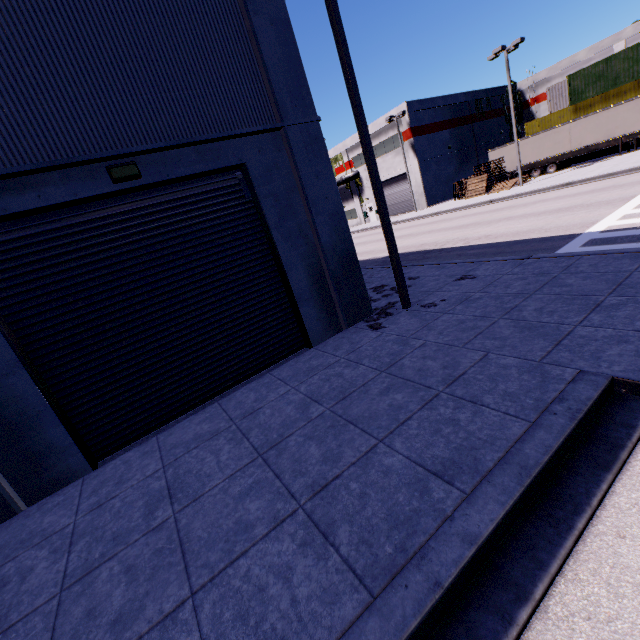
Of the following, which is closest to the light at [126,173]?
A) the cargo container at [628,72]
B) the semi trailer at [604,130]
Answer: the cargo container at [628,72]

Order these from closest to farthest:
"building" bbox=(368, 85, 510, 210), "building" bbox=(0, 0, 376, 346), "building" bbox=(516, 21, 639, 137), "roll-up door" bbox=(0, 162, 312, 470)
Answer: "building" bbox=(0, 0, 376, 346)
"roll-up door" bbox=(0, 162, 312, 470)
"building" bbox=(516, 21, 639, 137)
"building" bbox=(368, 85, 510, 210)

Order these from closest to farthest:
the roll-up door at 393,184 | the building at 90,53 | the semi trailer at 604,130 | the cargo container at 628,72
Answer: the building at 90,53 → the semi trailer at 604,130 → the cargo container at 628,72 → the roll-up door at 393,184

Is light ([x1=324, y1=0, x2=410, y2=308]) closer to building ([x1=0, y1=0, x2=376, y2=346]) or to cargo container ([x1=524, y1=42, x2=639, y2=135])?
building ([x1=0, y1=0, x2=376, y2=346])

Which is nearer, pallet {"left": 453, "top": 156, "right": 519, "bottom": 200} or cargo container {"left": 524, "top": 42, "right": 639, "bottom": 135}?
cargo container {"left": 524, "top": 42, "right": 639, "bottom": 135}

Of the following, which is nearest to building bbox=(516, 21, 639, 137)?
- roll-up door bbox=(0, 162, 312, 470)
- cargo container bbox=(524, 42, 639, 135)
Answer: roll-up door bbox=(0, 162, 312, 470)

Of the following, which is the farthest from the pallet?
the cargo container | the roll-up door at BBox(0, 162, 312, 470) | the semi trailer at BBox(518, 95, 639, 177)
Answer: the roll-up door at BBox(0, 162, 312, 470)

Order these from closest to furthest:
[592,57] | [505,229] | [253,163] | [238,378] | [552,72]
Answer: [253,163]
[238,378]
[505,229]
[592,57]
[552,72]
